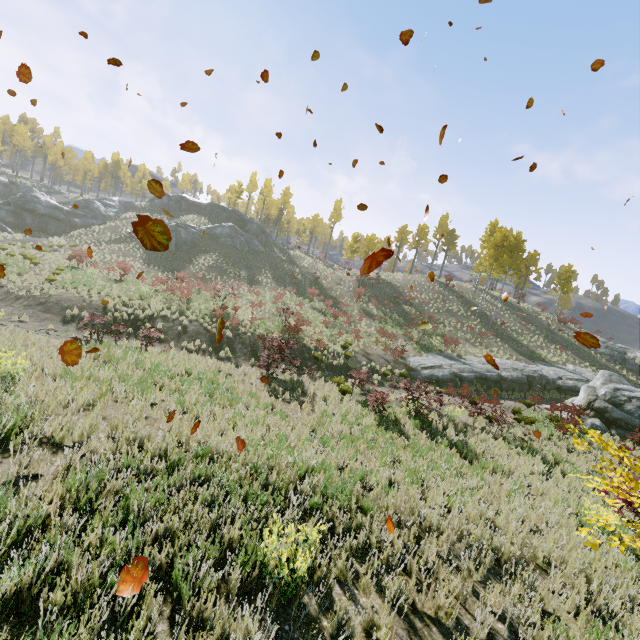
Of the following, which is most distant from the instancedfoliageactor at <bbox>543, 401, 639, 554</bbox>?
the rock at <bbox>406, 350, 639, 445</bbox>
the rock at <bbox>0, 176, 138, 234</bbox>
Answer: the rock at <bbox>0, 176, 138, 234</bbox>

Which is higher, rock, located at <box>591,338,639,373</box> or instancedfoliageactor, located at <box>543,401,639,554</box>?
rock, located at <box>591,338,639,373</box>

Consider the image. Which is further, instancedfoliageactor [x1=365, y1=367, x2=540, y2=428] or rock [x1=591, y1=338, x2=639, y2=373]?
rock [x1=591, y1=338, x2=639, y2=373]

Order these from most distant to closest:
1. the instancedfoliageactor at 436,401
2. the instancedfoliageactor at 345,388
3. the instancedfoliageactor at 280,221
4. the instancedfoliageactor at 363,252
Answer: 1. the instancedfoliageactor at 280,221
2. the instancedfoliageactor at 363,252
3. the instancedfoliageactor at 345,388
4. the instancedfoliageactor at 436,401

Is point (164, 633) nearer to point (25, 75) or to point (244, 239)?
point (25, 75)

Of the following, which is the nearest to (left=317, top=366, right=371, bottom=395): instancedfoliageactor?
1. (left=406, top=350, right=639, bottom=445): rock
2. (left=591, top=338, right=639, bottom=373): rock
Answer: (left=406, top=350, right=639, bottom=445): rock

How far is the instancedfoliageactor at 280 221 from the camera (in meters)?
55.97
